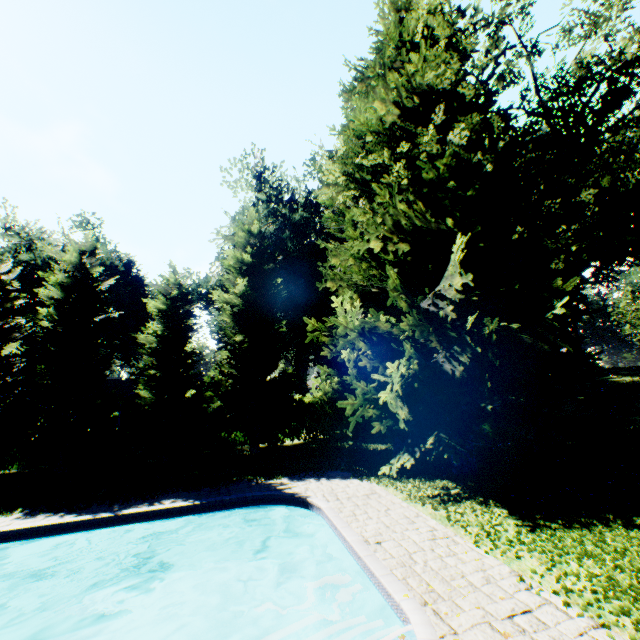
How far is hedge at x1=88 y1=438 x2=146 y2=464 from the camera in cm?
1983

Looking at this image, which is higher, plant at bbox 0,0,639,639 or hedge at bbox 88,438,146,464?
plant at bbox 0,0,639,639

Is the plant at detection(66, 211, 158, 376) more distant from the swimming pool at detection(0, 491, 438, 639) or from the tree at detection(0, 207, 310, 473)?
the swimming pool at detection(0, 491, 438, 639)

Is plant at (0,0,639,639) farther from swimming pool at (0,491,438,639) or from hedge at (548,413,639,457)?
swimming pool at (0,491,438,639)

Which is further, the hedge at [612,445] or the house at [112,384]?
the house at [112,384]

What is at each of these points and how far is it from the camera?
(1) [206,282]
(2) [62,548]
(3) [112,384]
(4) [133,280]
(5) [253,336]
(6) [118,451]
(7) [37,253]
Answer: (1) plant, 32.1 meters
(2) swimming pool, 10.3 meters
(3) house, 30.8 meters
(4) plant, 39.7 meters
(5) tree, 20.6 meters
(6) hedge, 20.0 meters
(7) plant, 32.7 meters

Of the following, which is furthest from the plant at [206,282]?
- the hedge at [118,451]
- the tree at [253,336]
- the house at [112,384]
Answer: the house at [112,384]

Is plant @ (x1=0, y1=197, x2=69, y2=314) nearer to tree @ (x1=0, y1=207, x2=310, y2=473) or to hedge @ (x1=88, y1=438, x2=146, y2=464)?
tree @ (x1=0, y1=207, x2=310, y2=473)
